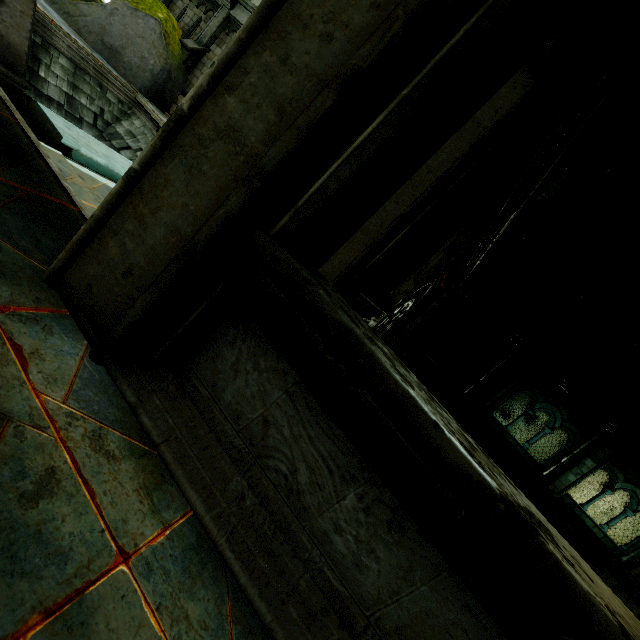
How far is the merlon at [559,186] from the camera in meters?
10.0

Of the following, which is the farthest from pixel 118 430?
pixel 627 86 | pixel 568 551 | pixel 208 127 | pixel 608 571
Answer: pixel 608 571

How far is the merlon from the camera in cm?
1001

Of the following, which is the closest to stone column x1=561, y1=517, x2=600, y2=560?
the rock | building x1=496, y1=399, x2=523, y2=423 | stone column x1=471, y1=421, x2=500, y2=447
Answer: stone column x1=471, y1=421, x2=500, y2=447

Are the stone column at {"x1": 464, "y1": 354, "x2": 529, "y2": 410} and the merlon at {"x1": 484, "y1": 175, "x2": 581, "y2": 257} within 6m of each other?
yes

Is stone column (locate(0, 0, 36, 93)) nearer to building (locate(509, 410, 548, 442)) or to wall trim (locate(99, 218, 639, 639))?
wall trim (locate(99, 218, 639, 639))

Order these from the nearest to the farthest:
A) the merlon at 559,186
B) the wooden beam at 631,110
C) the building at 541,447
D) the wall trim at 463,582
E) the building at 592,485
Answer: the wall trim at 463,582, the wooden beam at 631,110, the merlon at 559,186, the building at 592,485, the building at 541,447

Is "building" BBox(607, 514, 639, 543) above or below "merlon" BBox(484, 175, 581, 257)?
below
